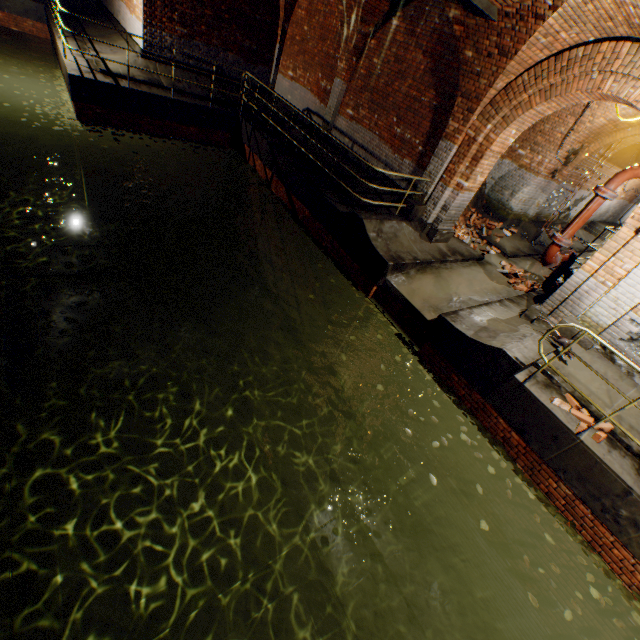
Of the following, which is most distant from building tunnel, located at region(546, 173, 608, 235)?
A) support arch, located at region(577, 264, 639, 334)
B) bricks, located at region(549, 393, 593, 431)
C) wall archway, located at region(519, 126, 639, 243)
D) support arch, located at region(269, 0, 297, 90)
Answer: support arch, located at region(269, 0, 297, 90)

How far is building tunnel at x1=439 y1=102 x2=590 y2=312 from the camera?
8.9m

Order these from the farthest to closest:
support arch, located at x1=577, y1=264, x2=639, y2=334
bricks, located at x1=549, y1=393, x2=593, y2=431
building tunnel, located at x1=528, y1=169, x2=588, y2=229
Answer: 1. building tunnel, located at x1=528, y1=169, x2=588, y2=229
2. support arch, located at x1=577, y1=264, x2=639, y2=334
3. bricks, located at x1=549, y1=393, x2=593, y2=431

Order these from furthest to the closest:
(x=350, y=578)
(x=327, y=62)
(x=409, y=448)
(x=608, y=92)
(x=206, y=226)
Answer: (x=206, y=226)
(x=327, y=62)
(x=409, y=448)
(x=350, y=578)
(x=608, y=92)

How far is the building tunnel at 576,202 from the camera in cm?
1366

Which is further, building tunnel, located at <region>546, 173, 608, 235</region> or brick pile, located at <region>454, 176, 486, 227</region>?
building tunnel, located at <region>546, 173, 608, 235</region>

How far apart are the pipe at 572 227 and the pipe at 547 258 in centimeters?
17cm

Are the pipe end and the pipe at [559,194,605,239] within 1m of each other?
yes
